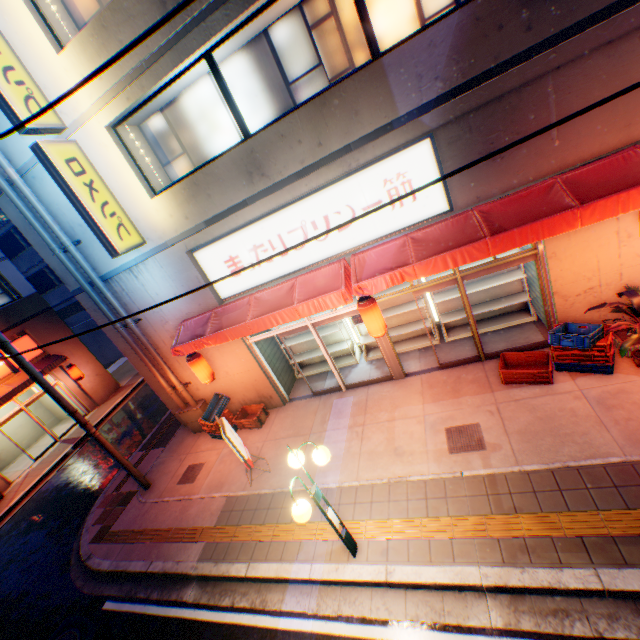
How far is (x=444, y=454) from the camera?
6.3m

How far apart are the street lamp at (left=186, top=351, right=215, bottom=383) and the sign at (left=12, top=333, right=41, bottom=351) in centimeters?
1209cm

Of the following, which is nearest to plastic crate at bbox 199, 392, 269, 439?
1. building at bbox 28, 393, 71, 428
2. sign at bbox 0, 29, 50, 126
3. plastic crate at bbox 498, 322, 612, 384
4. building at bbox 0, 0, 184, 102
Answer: building at bbox 0, 0, 184, 102

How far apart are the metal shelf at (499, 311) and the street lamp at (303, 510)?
5.37m

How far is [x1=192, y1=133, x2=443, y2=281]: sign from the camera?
6.3 meters

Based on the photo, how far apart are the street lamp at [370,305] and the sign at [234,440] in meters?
3.9 m

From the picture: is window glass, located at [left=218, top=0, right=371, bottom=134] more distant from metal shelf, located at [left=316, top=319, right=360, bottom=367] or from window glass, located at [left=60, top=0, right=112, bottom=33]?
metal shelf, located at [left=316, top=319, right=360, bottom=367]

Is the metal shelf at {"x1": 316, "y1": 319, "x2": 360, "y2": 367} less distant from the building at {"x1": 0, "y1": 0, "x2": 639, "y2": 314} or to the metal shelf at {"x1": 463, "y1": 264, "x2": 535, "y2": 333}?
the building at {"x1": 0, "y1": 0, "x2": 639, "y2": 314}
